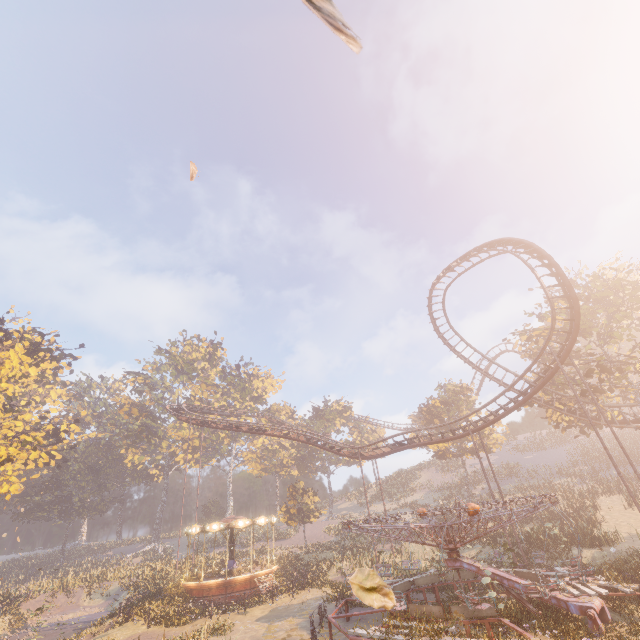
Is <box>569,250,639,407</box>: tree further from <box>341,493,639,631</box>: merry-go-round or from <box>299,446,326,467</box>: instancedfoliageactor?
<box>299,446,326,467</box>: instancedfoliageactor

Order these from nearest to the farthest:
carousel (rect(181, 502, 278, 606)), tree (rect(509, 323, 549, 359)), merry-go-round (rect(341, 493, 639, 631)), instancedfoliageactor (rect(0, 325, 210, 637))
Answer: merry-go-round (rect(341, 493, 639, 631)), carousel (rect(181, 502, 278, 606)), instancedfoliageactor (rect(0, 325, 210, 637)), tree (rect(509, 323, 549, 359))

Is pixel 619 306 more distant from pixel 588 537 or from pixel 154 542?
pixel 154 542

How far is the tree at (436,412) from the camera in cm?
4403

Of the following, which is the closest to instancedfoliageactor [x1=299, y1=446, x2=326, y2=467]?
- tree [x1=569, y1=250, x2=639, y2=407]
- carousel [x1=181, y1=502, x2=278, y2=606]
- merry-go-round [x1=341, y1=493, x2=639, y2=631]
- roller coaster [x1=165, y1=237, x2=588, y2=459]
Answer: carousel [x1=181, y1=502, x2=278, y2=606]

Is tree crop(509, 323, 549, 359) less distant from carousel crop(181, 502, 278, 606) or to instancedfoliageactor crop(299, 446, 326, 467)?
instancedfoliageactor crop(299, 446, 326, 467)

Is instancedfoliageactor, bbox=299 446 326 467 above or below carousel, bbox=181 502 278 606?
above

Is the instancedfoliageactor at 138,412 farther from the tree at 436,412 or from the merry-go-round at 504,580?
the tree at 436,412
